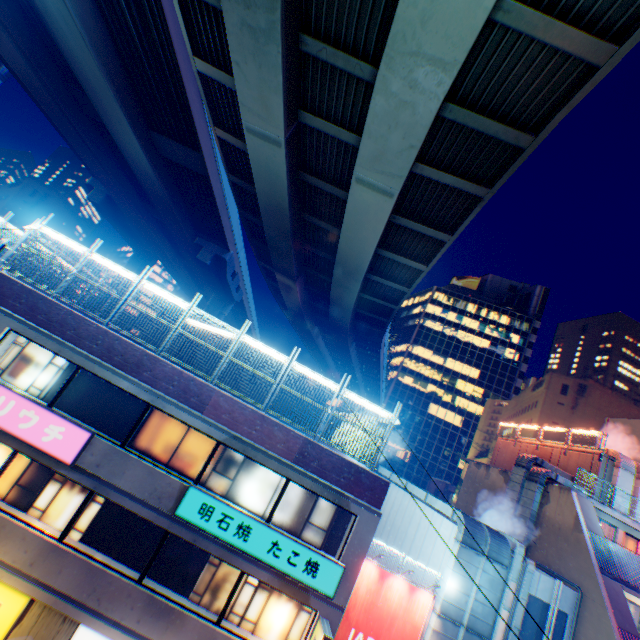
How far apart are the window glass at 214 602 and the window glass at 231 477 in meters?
1.3

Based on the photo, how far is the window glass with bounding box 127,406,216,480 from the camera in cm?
1117

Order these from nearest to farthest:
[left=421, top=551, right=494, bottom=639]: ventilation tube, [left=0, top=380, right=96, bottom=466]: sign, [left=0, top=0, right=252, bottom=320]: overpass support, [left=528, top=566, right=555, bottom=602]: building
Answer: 1. [left=0, top=380, right=96, bottom=466]: sign
2. [left=421, top=551, right=494, bottom=639]: ventilation tube
3. [left=528, top=566, right=555, bottom=602]: building
4. [left=0, top=0, right=252, bottom=320]: overpass support

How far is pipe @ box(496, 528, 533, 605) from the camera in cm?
1264

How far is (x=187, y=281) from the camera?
57.1 meters

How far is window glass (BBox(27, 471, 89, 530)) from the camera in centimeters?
1029cm

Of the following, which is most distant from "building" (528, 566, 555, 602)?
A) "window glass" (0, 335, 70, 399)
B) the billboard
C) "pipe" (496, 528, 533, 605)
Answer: "window glass" (0, 335, 70, 399)

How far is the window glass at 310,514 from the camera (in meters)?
11.22
